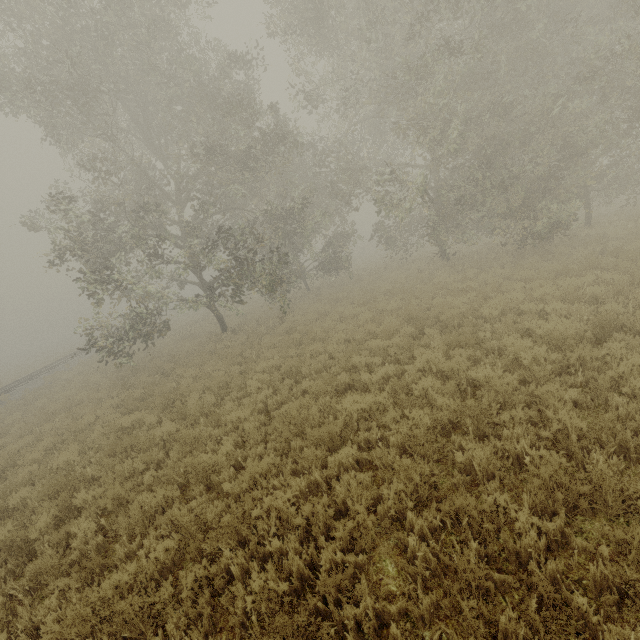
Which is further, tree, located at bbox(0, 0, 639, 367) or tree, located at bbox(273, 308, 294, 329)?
tree, located at bbox(273, 308, 294, 329)

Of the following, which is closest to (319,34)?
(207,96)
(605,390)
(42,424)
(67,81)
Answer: (207,96)

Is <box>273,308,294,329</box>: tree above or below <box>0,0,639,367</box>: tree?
below

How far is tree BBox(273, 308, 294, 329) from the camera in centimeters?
1548cm

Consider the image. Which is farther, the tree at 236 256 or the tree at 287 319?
the tree at 287 319

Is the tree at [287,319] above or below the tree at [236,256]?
below
